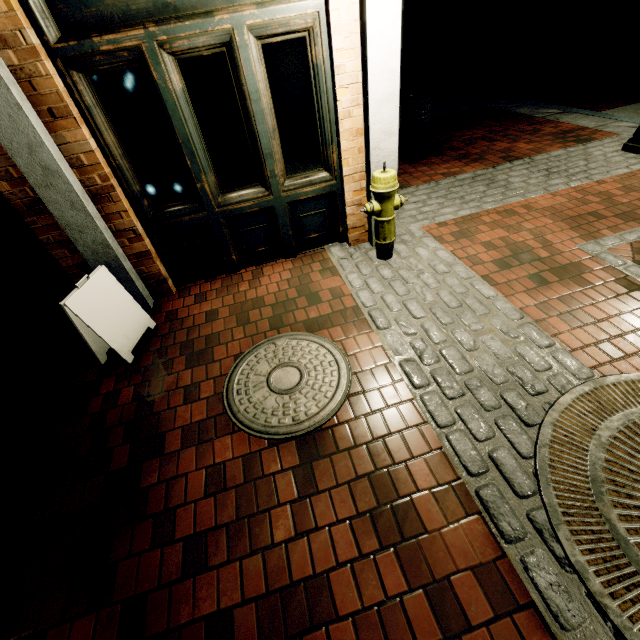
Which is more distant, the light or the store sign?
the light

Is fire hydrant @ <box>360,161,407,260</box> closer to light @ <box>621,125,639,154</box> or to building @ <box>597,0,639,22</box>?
building @ <box>597,0,639,22</box>

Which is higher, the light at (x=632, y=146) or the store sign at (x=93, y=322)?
the store sign at (x=93, y=322)

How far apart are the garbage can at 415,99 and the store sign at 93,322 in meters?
5.6

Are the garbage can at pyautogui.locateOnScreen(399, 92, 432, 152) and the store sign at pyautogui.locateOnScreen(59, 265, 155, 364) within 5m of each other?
no

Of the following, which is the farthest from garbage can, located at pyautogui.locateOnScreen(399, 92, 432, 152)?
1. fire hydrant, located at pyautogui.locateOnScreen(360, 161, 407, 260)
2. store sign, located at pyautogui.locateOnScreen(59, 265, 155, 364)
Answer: store sign, located at pyautogui.locateOnScreen(59, 265, 155, 364)

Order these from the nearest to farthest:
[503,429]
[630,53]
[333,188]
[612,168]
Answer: [503,429] < [333,188] < [612,168] < [630,53]

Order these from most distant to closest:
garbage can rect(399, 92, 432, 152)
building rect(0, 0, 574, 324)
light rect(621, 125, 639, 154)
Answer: garbage can rect(399, 92, 432, 152) → light rect(621, 125, 639, 154) → building rect(0, 0, 574, 324)
